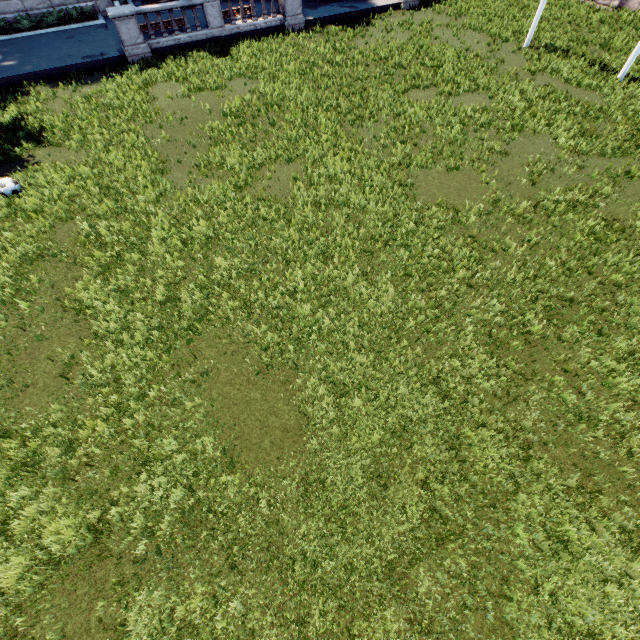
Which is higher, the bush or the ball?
the bush

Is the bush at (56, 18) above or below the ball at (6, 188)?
A: above

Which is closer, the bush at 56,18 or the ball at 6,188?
the ball at 6,188

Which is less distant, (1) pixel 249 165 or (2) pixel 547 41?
(1) pixel 249 165

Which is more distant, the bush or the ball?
the bush
